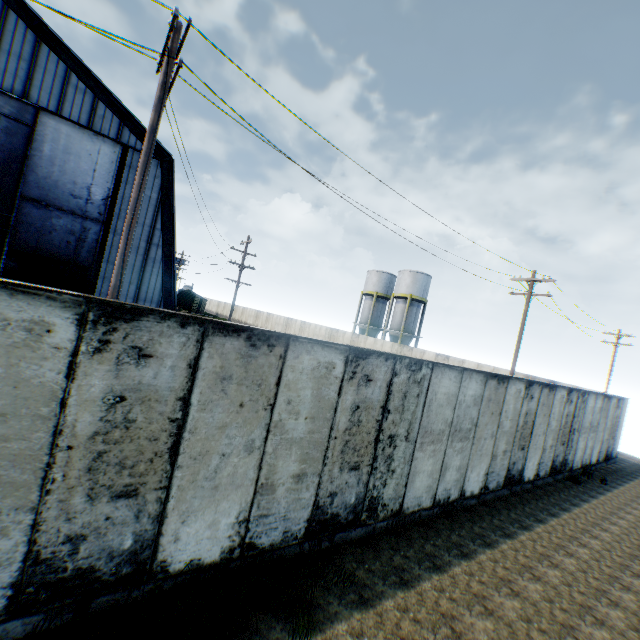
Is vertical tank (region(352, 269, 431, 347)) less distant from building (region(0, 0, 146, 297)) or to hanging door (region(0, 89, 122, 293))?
building (region(0, 0, 146, 297))

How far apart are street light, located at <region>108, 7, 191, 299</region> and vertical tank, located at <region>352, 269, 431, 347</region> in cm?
3325

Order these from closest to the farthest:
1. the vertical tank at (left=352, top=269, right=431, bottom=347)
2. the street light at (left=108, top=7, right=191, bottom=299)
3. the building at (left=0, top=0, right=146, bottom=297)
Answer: the street light at (left=108, top=7, right=191, bottom=299) → the building at (left=0, top=0, right=146, bottom=297) → the vertical tank at (left=352, top=269, right=431, bottom=347)

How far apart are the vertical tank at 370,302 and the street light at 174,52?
33.3m

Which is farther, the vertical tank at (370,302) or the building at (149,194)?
the vertical tank at (370,302)

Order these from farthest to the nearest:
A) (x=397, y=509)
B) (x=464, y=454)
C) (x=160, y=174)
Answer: (x=160, y=174), (x=464, y=454), (x=397, y=509)

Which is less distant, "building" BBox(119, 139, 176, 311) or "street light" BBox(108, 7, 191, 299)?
"street light" BBox(108, 7, 191, 299)

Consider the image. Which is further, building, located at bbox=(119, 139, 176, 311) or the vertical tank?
the vertical tank
